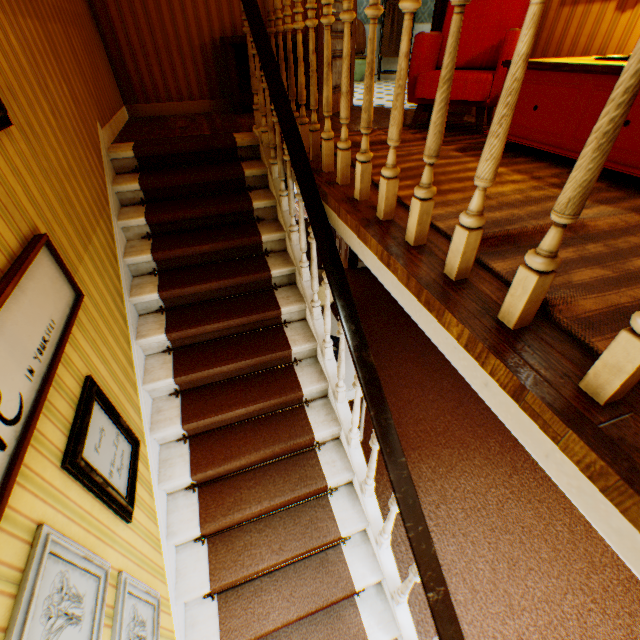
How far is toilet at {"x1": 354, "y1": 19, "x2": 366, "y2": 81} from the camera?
8.0m

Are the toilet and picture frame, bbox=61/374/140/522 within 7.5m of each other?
no

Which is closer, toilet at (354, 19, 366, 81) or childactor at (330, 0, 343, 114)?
childactor at (330, 0, 343, 114)

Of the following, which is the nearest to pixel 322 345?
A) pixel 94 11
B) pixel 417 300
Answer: pixel 417 300

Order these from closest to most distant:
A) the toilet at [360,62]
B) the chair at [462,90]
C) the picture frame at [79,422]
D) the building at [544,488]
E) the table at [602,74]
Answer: the building at [544,488]
the picture frame at [79,422]
the table at [602,74]
the chair at [462,90]
the toilet at [360,62]

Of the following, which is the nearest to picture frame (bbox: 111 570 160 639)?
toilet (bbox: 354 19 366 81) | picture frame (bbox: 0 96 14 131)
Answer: picture frame (bbox: 0 96 14 131)

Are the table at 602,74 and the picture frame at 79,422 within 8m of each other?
yes

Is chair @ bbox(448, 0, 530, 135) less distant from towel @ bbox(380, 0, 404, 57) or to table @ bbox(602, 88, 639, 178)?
table @ bbox(602, 88, 639, 178)
